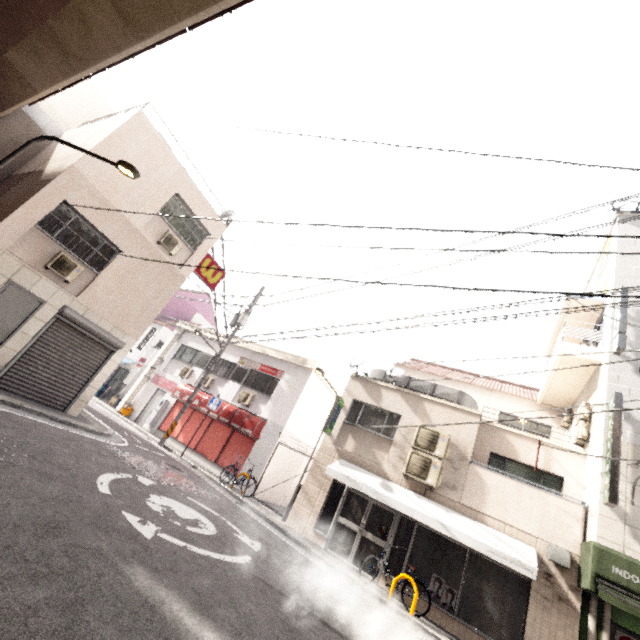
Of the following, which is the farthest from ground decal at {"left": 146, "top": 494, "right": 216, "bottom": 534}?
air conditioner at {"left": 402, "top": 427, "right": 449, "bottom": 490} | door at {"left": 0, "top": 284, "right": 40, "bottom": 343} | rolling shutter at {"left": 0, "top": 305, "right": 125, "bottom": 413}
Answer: air conditioner at {"left": 402, "top": 427, "right": 449, "bottom": 490}

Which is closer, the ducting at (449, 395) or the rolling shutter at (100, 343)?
the rolling shutter at (100, 343)

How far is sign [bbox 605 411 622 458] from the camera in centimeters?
804cm

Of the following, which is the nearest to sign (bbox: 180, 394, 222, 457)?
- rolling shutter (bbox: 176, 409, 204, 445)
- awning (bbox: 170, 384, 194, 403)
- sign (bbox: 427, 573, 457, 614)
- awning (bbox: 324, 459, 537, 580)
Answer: awning (bbox: 170, 384, 194, 403)

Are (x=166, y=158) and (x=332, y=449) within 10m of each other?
no

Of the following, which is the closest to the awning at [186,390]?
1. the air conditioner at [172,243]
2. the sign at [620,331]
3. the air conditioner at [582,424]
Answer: the air conditioner at [172,243]

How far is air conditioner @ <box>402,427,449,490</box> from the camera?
10.1m

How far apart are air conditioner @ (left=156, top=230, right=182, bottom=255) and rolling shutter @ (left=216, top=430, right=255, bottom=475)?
8.3m
